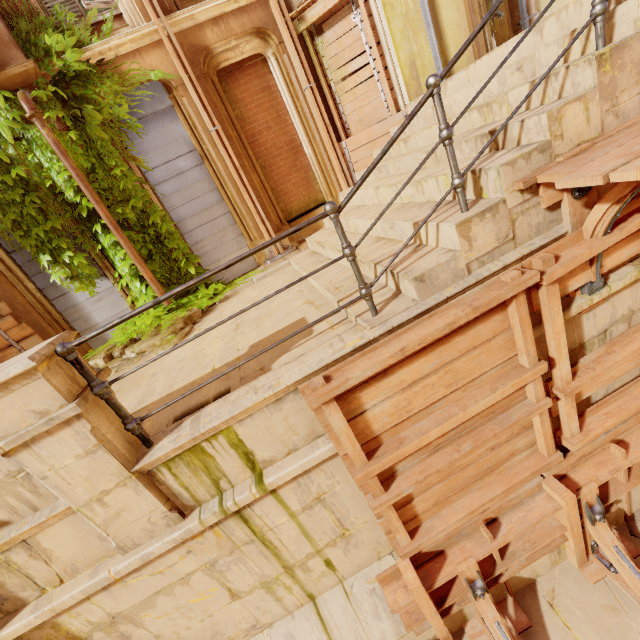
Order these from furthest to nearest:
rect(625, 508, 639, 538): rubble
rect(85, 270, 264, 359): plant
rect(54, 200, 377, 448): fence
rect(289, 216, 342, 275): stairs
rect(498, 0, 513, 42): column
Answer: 1. rect(498, 0, 513, 42): column
2. rect(85, 270, 264, 359): plant
3. rect(289, 216, 342, 275): stairs
4. rect(625, 508, 639, 538): rubble
5. rect(54, 200, 377, 448): fence

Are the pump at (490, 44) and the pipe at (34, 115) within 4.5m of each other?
no

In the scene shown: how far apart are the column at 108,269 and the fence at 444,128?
6.59m

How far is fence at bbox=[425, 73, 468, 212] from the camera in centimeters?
226cm

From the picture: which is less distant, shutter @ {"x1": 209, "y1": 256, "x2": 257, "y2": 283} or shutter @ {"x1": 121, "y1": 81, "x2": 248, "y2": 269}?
shutter @ {"x1": 121, "y1": 81, "x2": 248, "y2": 269}

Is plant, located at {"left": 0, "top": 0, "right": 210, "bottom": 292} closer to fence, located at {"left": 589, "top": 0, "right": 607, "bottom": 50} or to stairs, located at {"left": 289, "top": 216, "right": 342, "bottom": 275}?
stairs, located at {"left": 289, "top": 216, "right": 342, "bottom": 275}

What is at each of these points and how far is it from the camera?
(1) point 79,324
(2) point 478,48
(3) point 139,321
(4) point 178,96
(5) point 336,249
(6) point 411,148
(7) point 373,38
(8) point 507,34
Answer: (1) shutter, 6.9 meters
(2) column, 5.8 meters
(3) plant, 6.2 meters
(4) column, 6.3 meters
(5) stairs, 4.4 meters
(6) stairs, 5.0 meters
(7) wood, 6.1 meters
(8) column, 7.3 meters

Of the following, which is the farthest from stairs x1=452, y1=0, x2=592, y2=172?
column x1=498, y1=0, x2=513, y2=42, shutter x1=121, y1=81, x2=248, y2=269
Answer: column x1=498, y1=0, x2=513, y2=42
